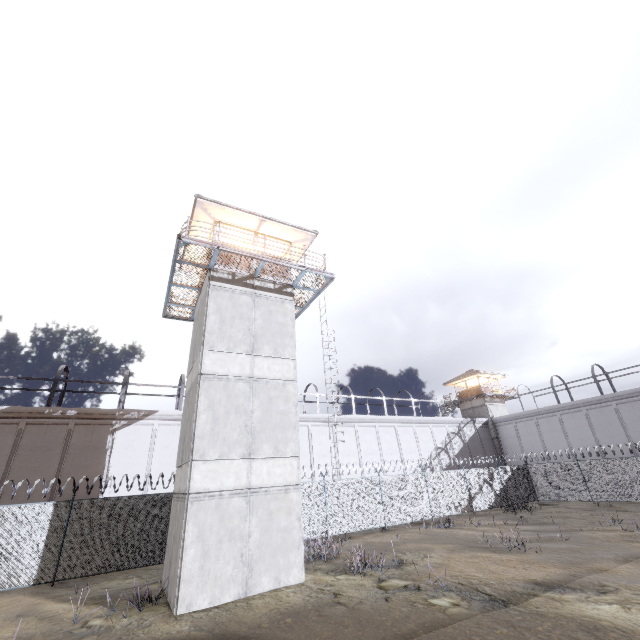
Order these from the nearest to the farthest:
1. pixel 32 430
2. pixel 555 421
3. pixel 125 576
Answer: pixel 125 576 < pixel 32 430 < pixel 555 421

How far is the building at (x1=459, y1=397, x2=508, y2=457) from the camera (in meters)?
39.06

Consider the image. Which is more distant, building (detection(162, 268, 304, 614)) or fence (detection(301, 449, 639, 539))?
fence (detection(301, 449, 639, 539))

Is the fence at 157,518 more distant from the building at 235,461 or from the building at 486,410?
the building at 486,410

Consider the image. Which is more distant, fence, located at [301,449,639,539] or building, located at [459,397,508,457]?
building, located at [459,397,508,457]

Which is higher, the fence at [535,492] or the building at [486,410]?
the building at [486,410]

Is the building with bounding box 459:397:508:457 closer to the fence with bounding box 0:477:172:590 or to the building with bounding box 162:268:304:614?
the fence with bounding box 0:477:172:590

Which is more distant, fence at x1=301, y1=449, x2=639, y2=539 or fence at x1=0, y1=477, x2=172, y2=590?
fence at x1=301, y1=449, x2=639, y2=539
